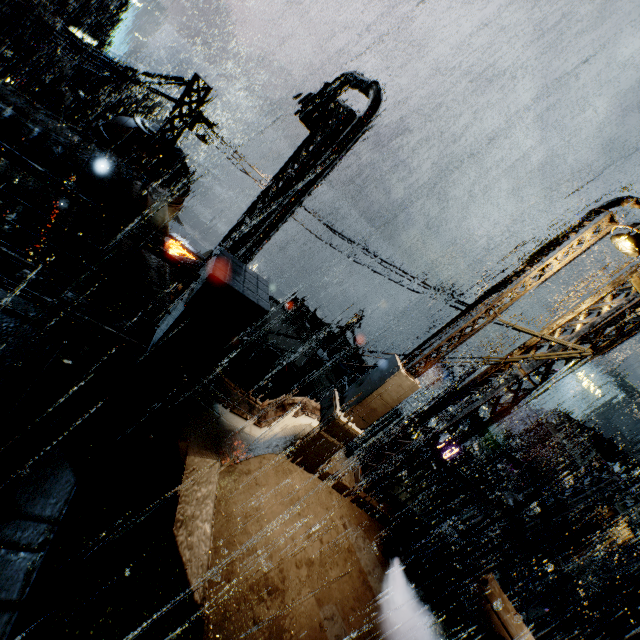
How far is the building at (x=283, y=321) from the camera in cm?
1898

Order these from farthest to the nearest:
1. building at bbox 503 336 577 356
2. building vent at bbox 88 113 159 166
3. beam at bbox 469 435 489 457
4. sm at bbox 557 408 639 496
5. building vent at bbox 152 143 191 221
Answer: beam at bbox 469 435 489 457 < sm at bbox 557 408 639 496 < building vent at bbox 152 143 191 221 < building vent at bbox 88 113 159 166 < building at bbox 503 336 577 356

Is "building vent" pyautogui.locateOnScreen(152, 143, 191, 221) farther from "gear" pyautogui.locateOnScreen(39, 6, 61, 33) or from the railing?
"gear" pyautogui.locateOnScreen(39, 6, 61, 33)

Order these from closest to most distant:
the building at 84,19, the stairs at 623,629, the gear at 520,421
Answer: the stairs at 623,629 < the gear at 520,421 < the building at 84,19

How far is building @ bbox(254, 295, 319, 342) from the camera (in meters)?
18.98

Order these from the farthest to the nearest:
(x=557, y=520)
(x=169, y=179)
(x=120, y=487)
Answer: (x=169, y=179) → (x=557, y=520) → (x=120, y=487)

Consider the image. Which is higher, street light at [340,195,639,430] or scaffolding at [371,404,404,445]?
street light at [340,195,639,430]
